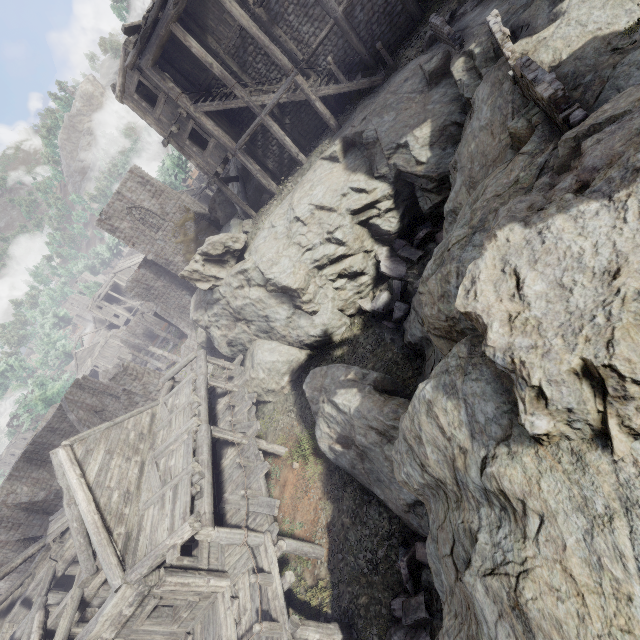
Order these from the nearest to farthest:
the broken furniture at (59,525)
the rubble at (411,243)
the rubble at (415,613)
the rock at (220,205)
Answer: the rubble at (415,613) → the rubble at (411,243) → the broken furniture at (59,525) → the rock at (220,205)

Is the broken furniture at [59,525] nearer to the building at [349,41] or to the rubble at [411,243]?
the building at [349,41]

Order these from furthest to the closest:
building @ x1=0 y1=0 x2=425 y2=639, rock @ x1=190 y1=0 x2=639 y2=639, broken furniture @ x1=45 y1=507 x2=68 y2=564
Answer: broken furniture @ x1=45 y1=507 x2=68 y2=564 → building @ x1=0 y1=0 x2=425 y2=639 → rock @ x1=190 y1=0 x2=639 y2=639

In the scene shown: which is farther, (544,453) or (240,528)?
(240,528)

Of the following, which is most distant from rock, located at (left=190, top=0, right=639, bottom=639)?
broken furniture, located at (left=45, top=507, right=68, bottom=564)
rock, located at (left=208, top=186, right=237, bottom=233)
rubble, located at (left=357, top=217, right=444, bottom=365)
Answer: broken furniture, located at (left=45, top=507, right=68, bottom=564)

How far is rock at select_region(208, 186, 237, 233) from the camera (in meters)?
Answer: 27.31

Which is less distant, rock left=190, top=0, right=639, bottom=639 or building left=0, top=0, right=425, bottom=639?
rock left=190, top=0, right=639, bottom=639
